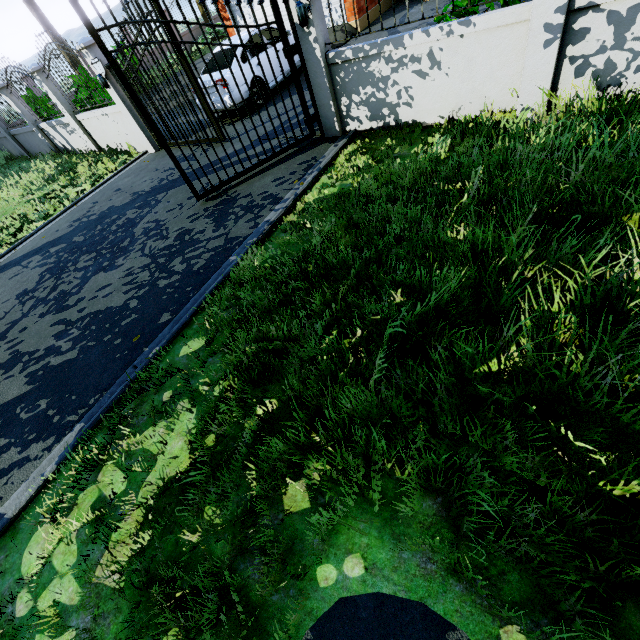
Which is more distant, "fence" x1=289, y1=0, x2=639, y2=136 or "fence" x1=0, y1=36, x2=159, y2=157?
"fence" x1=0, y1=36, x2=159, y2=157

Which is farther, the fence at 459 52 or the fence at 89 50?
the fence at 89 50

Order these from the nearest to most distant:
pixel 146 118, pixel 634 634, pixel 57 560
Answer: pixel 634 634
pixel 57 560
pixel 146 118
